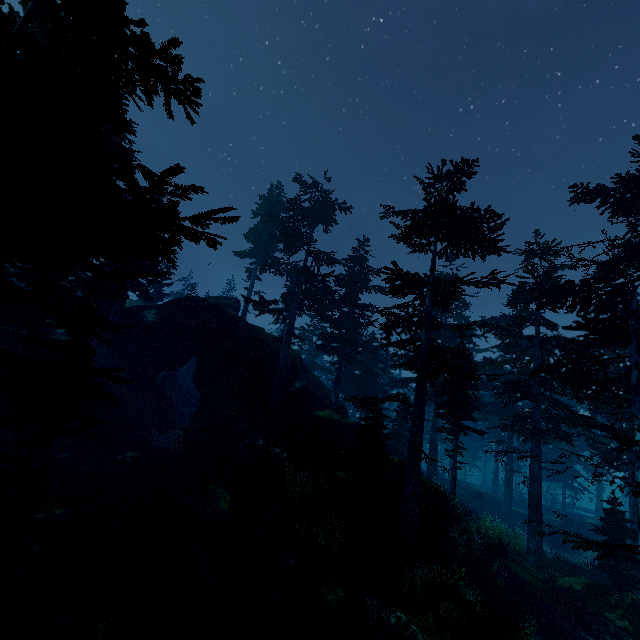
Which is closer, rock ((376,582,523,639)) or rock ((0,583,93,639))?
rock ((0,583,93,639))

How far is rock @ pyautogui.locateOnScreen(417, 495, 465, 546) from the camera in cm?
1641

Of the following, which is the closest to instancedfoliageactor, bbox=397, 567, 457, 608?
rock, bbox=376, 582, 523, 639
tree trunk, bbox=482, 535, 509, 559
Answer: rock, bbox=376, 582, 523, 639

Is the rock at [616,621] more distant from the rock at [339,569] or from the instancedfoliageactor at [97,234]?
the rock at [339,569]

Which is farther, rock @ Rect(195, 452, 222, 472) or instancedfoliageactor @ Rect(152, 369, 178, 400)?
instancedfoliageactor @ Rect(152, 369, 178, 400)

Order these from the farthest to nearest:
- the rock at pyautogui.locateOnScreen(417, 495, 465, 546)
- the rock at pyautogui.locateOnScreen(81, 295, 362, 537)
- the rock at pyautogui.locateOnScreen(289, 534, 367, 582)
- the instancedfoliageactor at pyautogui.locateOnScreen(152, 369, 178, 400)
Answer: the instancedfoliageactor at pyautogui.locateOnScreen(152, 369, 178, 400) → the rock at pyautogui.locateOnScreen(81, 295, 362, 537) → the rock at pyautogui.locateOnScreen(417, 495, 465, 546) → the rock at pyautogui.locateOnScreen(289, 534, 367, 582)

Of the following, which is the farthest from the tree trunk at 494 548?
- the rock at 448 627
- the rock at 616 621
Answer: the rock at 448 627

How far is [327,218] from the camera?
31.7m
